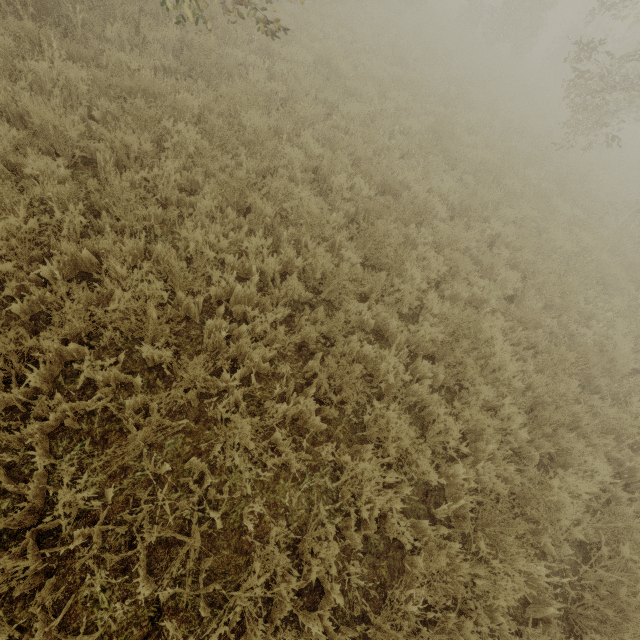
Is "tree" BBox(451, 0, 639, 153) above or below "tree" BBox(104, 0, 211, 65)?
above

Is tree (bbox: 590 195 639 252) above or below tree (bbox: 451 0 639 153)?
below

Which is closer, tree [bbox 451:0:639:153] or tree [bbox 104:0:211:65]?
tree [bbox 104:0:211:65]

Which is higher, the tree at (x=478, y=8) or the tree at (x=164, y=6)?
the tree at (x=478, y=8)

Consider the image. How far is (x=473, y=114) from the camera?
11.27m

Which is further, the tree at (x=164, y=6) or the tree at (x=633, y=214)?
the tree at (x=633, y=214)
